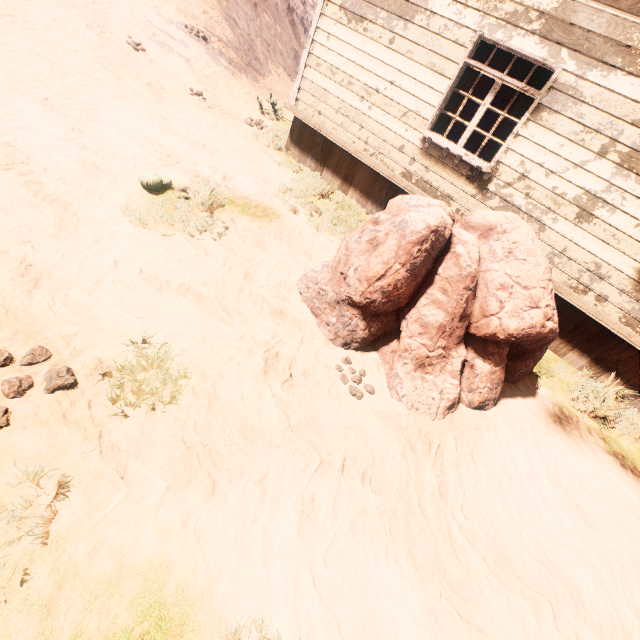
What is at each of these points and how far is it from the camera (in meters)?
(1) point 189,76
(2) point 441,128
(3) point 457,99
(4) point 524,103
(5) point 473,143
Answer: (1) z, 9.28
(2) curtain, 5.84
(3) curtain, 5.54
(4) curtain, 5.01
(5) table, 9.59

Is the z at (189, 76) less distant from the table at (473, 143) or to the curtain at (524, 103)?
Result: the curtain at (524, 103)

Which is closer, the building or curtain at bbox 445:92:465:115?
the building

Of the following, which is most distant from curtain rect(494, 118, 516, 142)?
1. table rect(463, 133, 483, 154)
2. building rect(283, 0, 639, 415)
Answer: table rect(463, 133, 483, 154)

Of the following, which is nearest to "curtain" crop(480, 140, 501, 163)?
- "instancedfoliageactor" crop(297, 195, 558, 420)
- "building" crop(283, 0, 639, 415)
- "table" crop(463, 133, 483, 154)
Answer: "building" crop(283, 0, 639, 415)

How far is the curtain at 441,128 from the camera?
5.7 meters

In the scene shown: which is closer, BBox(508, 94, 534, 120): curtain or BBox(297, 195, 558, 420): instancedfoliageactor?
BBox(297, 195, 558, 420): instancedfoliageactor
